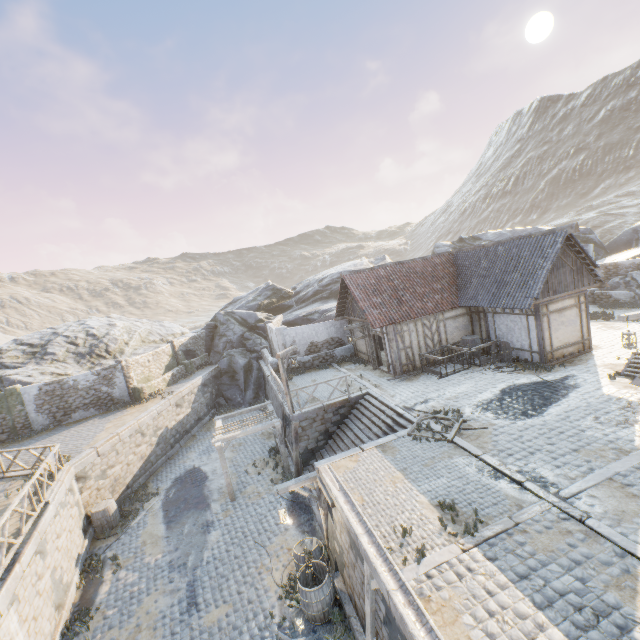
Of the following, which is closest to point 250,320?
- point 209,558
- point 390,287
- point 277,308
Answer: point 277,308

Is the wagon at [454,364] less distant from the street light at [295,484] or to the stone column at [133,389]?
the street light at [295,484]

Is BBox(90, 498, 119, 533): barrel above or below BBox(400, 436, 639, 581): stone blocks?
below

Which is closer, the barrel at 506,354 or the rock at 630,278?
the barrel at 506,354

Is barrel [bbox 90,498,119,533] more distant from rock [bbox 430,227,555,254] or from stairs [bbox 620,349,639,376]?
stairs [bbox 620,349,639,376]

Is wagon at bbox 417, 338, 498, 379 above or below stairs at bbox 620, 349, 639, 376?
below

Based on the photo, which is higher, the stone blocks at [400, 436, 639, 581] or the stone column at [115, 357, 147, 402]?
the stone column at [115, 357, 147, 402]

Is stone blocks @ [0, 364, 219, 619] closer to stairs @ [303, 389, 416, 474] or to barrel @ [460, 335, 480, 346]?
stairs @ [303, 389, 416, 474]
